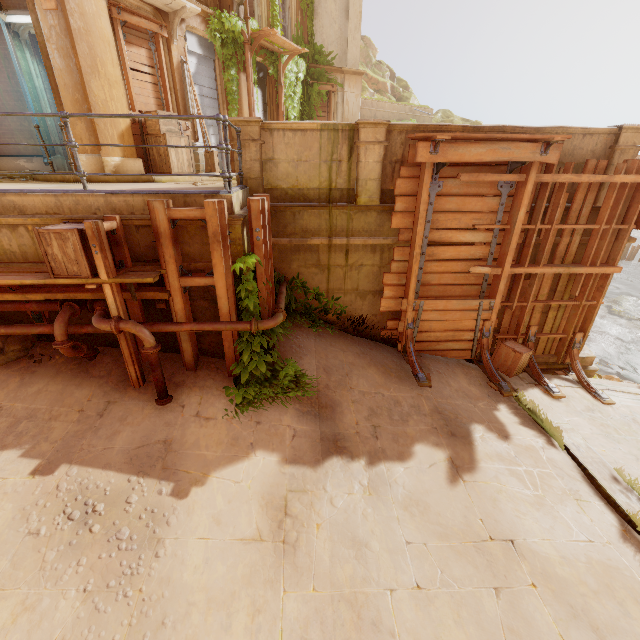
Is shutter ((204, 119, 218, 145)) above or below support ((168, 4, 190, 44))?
below

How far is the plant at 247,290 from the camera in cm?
491

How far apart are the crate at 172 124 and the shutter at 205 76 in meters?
1.6

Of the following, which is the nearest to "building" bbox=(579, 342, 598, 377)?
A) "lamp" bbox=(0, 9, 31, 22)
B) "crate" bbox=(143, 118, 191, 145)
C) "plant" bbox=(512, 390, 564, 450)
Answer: "crate" bbox=(143, 118, 191, 145)

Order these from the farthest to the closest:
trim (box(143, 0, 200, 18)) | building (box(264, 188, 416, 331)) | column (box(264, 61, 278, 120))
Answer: column (box(264, 61, 278, 120))
trim (box(143, 0, 200, 18))
building (box(264, 188, 416, 331))

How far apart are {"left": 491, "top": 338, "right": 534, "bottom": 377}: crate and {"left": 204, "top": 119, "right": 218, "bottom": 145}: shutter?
10.77m

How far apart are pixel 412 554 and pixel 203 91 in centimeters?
1338cm
